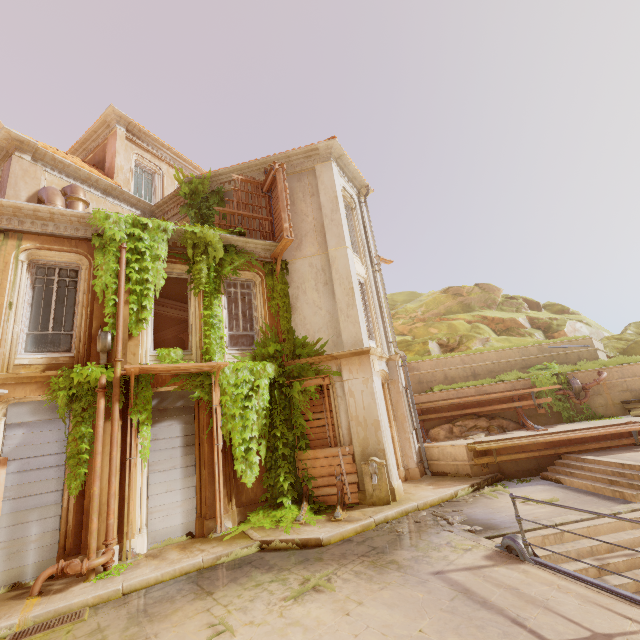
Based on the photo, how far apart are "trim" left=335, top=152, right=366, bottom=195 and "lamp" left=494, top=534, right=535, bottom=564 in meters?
12.9

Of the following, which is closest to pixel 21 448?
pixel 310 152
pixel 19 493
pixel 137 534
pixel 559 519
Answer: pixel 19 493

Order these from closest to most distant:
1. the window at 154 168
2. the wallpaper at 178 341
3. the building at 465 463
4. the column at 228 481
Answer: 1. the building at 465 463
2. the column at 228 481
3. the window at 154 168
4. the wallpaper at 178 341

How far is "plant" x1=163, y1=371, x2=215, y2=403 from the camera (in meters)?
9.30

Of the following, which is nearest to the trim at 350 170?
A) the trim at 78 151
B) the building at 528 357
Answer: the building at 528 357

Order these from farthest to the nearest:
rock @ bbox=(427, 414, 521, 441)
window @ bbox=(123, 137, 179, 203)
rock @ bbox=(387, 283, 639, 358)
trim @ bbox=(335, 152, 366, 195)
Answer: rock @ bbox=(387, 283, 639, 358) < window @ bbox=(123, 137, 179, 203) < trim @ bbox=(335, 152, 366, 195) < rock @ bbox=(427, 414, 521, 441)

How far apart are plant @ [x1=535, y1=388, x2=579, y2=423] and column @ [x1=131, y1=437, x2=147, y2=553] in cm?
1322
